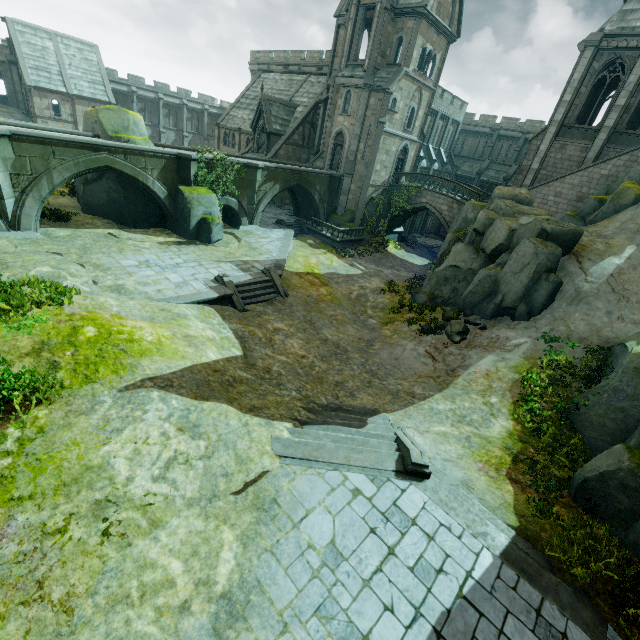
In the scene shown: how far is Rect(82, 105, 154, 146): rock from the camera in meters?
19.5

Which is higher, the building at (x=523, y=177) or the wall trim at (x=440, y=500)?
the building at (x=523, y=177)

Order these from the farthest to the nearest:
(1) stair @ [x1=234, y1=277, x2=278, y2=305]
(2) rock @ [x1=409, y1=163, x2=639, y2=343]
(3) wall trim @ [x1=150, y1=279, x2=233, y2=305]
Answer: (1) stair @ [x1=234, y1=277, x2=278, y2=305], (2) rock @ [x1=409, y1=163, x2=639, y2=343], (3) wall trim @ [x1=150, y1=279, x2=233, y2=305]

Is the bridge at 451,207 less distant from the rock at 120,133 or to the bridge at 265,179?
the bridge at 265,179

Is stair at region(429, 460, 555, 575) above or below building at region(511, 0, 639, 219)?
below

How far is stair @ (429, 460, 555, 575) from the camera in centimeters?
737cm

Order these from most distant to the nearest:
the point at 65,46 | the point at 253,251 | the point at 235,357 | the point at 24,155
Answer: the point at 65,46 → the point at 253,251 → the point at 24,155 → the point at 235,357

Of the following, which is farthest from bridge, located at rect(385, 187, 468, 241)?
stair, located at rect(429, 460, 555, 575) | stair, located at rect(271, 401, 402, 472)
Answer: stair, located at rect(429, 460, 555, 575)
